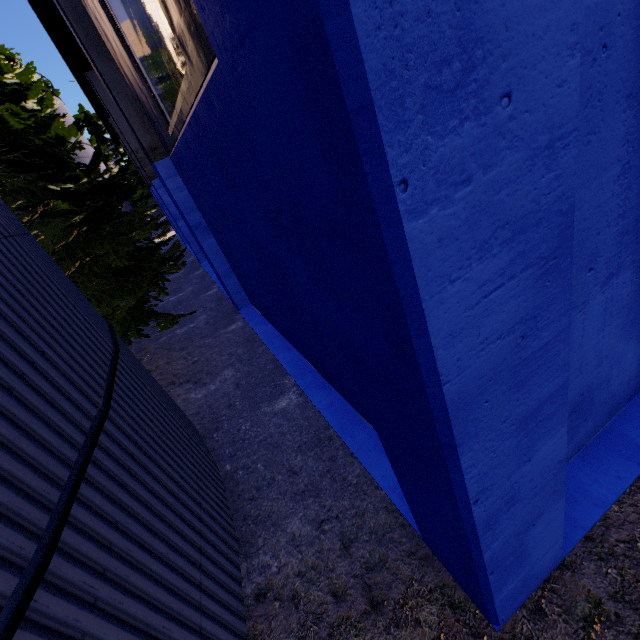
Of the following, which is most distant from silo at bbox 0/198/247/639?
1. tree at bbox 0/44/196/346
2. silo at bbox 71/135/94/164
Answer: silo at bbox 71/135/94/164

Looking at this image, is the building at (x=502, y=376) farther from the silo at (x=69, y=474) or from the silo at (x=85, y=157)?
the silo at (x=69, y=474)

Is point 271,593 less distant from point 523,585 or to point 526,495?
point 523,585

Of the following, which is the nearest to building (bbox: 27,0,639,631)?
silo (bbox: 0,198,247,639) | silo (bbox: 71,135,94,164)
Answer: silo (bbox: 71,135,94,164)

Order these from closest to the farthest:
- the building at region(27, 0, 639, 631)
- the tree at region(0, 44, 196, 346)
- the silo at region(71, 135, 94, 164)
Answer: the building at region(27, 0, 639, 631) → the tree at region(0, 44, 196, 346) → the silo at region(71, 135, 94, 164)

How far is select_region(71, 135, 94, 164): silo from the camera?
20.64m

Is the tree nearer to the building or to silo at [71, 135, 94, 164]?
silo at [71, 135, 94, 164]

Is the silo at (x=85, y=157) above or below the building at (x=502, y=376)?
above
